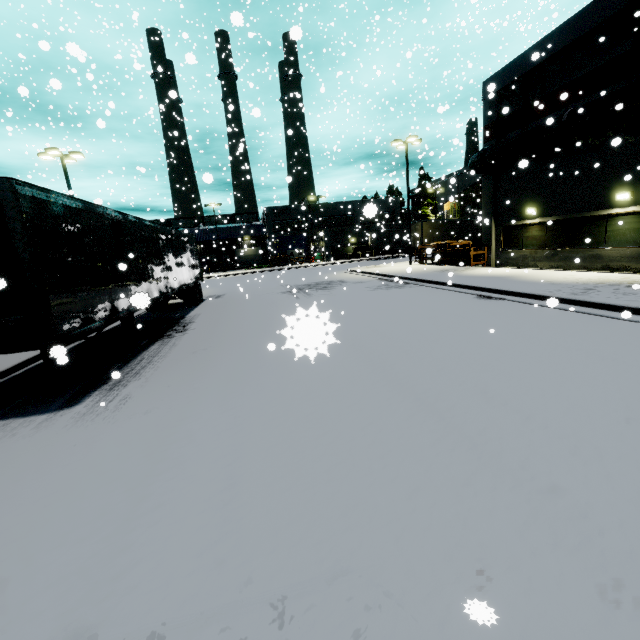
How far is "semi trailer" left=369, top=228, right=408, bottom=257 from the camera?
43.9 meters

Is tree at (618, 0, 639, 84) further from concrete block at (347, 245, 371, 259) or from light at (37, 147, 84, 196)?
light at (37, 147, 84, 196)

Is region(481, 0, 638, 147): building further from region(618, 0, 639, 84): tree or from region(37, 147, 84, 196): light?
region(37, 147, 84, 196): light

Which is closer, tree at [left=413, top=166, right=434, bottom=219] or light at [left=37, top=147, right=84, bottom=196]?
light at [left=37, top=147, right=84, bottom=196]

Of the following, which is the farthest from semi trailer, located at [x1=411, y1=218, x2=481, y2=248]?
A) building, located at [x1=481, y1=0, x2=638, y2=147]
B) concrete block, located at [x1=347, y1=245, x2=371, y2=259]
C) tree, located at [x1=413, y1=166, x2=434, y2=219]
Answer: concrete block, located at [x1=347, y1=245, x2=371, y2=259]

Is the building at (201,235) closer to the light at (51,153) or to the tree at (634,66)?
the tree at (634,66)

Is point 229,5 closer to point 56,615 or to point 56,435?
point 56,435

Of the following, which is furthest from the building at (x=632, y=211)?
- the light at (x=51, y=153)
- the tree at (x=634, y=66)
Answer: the light at (x=51, y=153)
